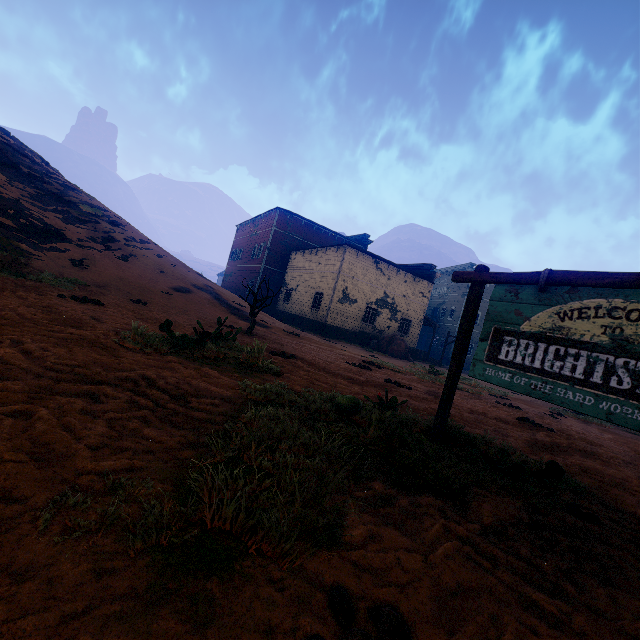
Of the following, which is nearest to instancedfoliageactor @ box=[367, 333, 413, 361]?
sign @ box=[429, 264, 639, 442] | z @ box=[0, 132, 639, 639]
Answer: z @ box=[0, 132, 639, 639]

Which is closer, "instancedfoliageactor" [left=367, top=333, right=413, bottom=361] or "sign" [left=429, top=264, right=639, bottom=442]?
"sign" [left=429, top=264, right=639, bottom=442]

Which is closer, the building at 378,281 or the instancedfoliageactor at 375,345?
the instancedfoliageactor at 375,345

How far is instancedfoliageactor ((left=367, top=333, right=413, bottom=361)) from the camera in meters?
23.5

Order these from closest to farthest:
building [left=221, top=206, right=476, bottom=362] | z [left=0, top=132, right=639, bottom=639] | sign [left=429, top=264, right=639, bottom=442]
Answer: z [left=0, top=132, right=639, bottom=639], sign [left=429, top=264, right=639, bottom=442], building [left=221, top=206, right=476, bottom=362]

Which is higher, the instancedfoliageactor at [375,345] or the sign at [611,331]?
the sign at [611,331]

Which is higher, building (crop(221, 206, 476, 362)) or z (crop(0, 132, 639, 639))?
building (crop(221, 206, 476, 362))

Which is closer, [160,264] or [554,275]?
[554,275]
